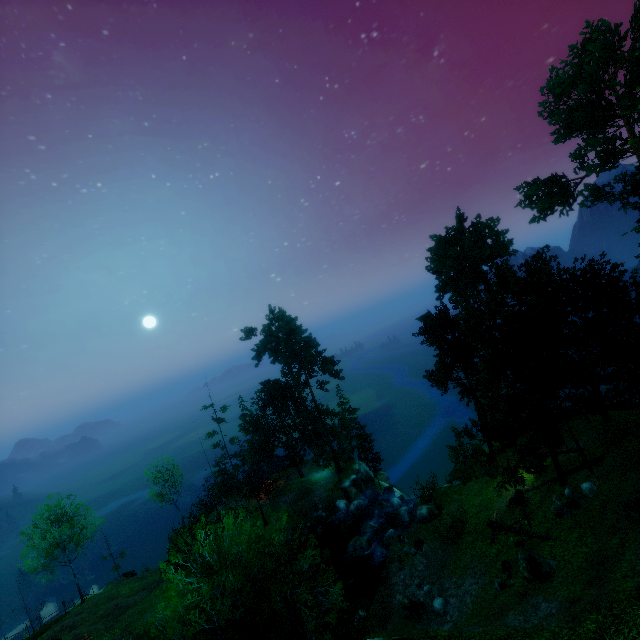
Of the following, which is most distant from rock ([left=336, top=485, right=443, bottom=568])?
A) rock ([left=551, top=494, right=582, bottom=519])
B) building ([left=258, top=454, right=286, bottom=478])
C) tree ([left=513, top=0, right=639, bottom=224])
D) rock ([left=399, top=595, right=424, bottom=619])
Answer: building ([left=258, top=454, right=286, bottom=478])

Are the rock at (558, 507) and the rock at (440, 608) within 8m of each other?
no

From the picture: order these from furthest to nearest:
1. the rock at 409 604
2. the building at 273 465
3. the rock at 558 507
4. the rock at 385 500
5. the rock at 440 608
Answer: the building at 273 465
the rock at 385 500
the rock at 409 604
the rock at 440 608
the rock at 558 507

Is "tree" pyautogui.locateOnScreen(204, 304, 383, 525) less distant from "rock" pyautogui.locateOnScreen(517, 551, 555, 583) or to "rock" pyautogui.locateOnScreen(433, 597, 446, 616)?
"rock" pyautogui.locateOnScreen(517, 551, 555, 583)

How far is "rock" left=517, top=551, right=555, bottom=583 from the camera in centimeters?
1714cm

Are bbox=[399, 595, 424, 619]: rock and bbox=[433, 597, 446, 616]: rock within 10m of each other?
yes

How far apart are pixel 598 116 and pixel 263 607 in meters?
42.8 m

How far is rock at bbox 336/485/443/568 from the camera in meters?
29.3 m
